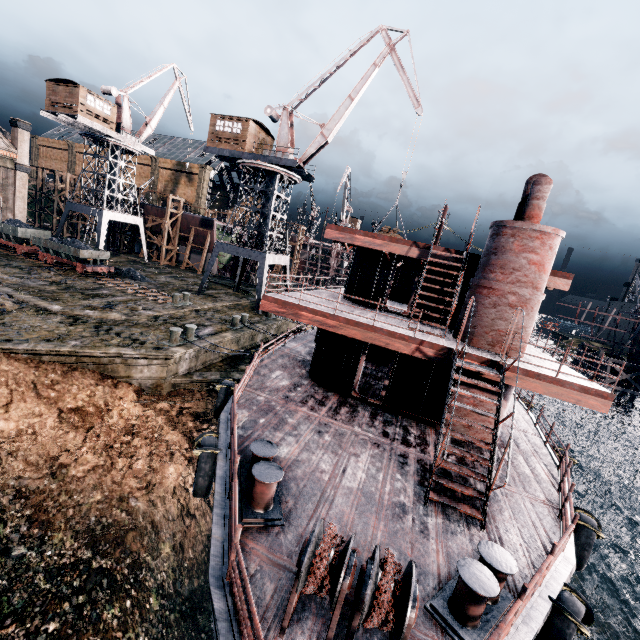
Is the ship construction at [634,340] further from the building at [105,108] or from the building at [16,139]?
the building at [16,139]

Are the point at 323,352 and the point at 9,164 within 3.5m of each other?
no

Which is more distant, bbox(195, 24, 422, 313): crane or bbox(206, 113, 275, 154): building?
bbox(206, 113, 275, 154): building

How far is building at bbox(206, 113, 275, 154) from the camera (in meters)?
29.95

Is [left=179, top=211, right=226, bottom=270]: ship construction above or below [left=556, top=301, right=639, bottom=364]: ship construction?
above

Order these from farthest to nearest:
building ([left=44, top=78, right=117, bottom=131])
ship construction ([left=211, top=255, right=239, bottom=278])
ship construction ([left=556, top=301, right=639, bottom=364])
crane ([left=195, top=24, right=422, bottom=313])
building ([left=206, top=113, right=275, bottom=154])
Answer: ship construction ([left=211, top=255, right=239, bottom=278]), ship construction ([left=556, top=301, right=639, bottom=364]), building ([left=44, top=78, right=117, bottom=131]), building ([left=206, top=113, right=275, bottom=154]), crane ([left=195, top=24, right=422, bottom=313])

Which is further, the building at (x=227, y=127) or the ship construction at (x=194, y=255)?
the ship construction at (x=194, y=255)

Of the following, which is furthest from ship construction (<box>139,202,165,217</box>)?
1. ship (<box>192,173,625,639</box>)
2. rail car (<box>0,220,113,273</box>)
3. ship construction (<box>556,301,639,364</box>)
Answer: ship construction (<box>556,301,639,364</box>)
